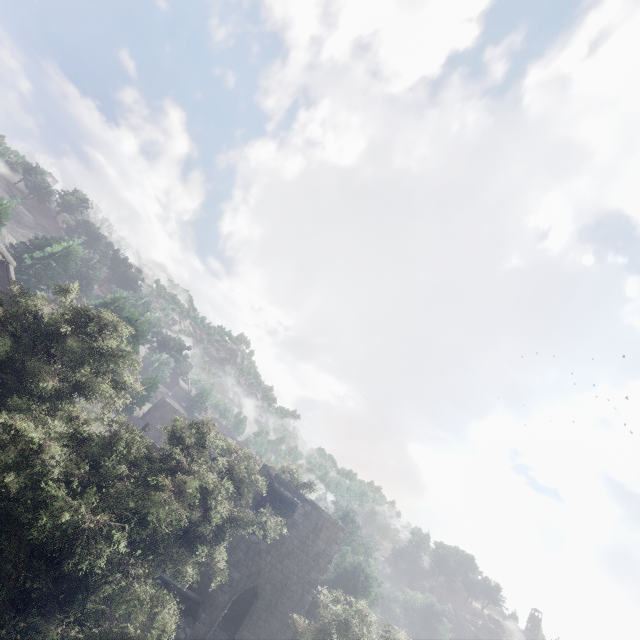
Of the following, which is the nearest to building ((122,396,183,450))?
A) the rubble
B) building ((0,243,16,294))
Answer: building ((0,243,16,294))

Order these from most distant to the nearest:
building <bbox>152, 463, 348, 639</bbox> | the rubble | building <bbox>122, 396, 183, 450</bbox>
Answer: building <bbox>122, 396, 183, 450</bbox> → building <bbox>152, 463, 348, 639</bbox> → the rubble

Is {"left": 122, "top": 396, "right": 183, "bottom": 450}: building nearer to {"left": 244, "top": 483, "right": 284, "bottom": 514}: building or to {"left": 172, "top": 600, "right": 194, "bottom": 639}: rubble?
{"left": 244, "top": 483, "right": 284, "bottom": 514}: building

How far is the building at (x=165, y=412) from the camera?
47.41m

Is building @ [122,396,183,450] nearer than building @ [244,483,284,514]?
No

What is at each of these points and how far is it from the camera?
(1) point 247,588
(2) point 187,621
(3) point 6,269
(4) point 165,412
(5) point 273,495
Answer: (1) building, 19.9 meters
(2) rubble, 18.3 meters
(3) building, 25.7 meters
(4) building, 50.1 meters
(5) building, 26.9 meters

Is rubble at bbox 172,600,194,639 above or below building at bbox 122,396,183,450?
below

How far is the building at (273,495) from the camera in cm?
2419
